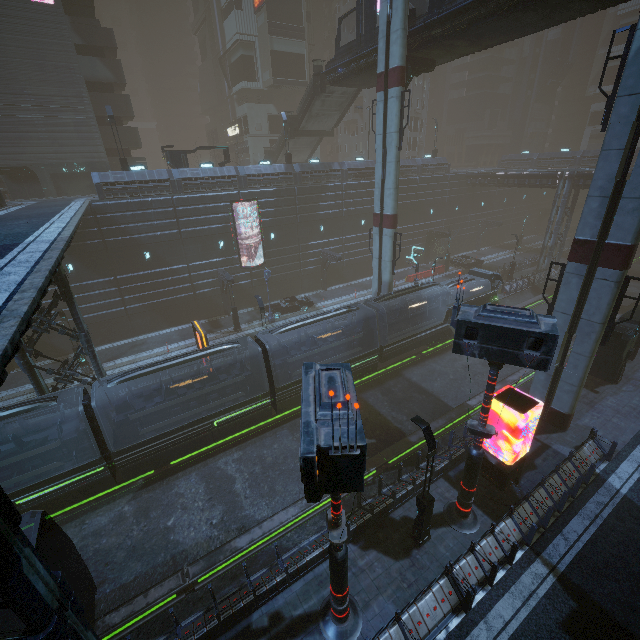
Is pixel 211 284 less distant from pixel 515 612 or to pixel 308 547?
pixel 308 547

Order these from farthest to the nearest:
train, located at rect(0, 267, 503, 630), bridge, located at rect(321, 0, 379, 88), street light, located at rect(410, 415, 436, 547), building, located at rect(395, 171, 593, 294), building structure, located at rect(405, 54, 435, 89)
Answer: building, located at rect(395, 171, 593, 294) < bridge, located at rect(321, 0, 379, 88) < building structure, located at rect(405, 54, 435, 89) < train, located at rect(0, 267, 503, 630) < street light, located at rect(410, 415, 436, 547)

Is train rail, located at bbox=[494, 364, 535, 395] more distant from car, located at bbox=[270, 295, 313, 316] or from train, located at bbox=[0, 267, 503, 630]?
car, located at bbox=[270, 295, 313, 316]

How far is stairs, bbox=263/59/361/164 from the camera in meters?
29.9

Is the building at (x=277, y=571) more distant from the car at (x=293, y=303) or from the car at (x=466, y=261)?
the car at (x=466, y=261)

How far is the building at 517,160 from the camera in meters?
45.3

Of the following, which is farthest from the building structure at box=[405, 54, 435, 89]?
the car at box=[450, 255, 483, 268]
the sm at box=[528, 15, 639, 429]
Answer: the car at box=[450, 255, 483, 268]

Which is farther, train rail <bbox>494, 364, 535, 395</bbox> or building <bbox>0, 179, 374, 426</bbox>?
train rail <bbox>494, 364, 535, 395</bbox>
